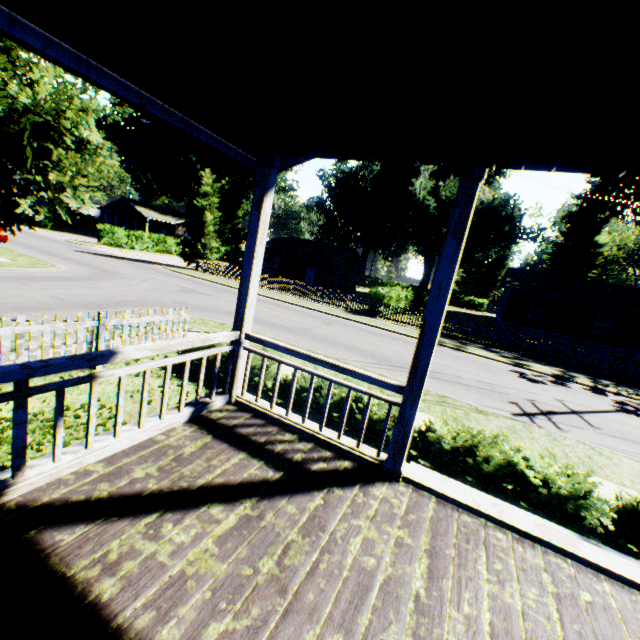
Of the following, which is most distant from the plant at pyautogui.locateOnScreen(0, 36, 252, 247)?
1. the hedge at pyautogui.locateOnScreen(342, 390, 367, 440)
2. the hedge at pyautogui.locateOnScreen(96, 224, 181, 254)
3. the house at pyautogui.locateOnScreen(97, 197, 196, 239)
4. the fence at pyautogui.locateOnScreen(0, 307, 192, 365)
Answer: the house at pyautogui.locateOnScreen(97, 197, 196, 239)

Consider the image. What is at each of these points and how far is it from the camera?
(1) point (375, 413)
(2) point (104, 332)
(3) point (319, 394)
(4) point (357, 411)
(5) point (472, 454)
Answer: (1) hedge, 6.2 meters
(2) fence, 6.9 meters
(3) hedge, 6.4 meters
(4) hedge, 6.1 meters
(5) hedge, 5.5 meters

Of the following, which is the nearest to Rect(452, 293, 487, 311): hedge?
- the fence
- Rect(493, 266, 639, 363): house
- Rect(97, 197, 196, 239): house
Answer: Rect(493, 266, 639, 363): house

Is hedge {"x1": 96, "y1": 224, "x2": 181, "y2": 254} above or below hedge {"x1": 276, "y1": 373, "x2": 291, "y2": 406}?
above

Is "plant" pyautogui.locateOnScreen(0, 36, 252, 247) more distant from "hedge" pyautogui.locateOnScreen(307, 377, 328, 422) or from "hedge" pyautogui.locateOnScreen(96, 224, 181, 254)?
"hedge" pyautogui.locateOnScreen(96, 224, 181, 254)

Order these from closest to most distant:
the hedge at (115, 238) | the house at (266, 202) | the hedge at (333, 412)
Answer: the house at (266, 202) → the hedge at (333, 412) → the hedge at (115, 238)

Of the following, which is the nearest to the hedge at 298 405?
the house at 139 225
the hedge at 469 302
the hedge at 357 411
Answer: the hedge at 357 411

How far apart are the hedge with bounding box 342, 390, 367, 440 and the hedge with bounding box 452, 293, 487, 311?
58.6 meters
